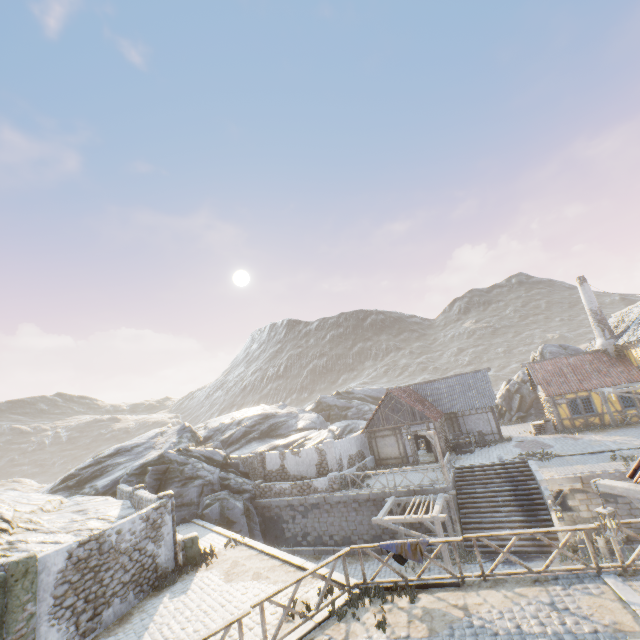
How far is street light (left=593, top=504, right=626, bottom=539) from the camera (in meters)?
6.84

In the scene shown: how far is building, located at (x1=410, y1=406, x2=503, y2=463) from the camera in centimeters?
2437cm

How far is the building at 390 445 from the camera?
25.11m

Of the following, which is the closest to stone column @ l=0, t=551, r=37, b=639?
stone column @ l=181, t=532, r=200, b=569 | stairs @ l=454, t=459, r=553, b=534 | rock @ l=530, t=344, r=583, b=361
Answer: stone column @ l=181, t=532, r=200, b=569

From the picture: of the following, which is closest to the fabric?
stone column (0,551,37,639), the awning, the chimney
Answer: the awning

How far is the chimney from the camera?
26.2m

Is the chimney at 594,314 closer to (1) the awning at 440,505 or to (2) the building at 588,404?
(2) the building at 588,404

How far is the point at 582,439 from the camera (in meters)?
22.38
